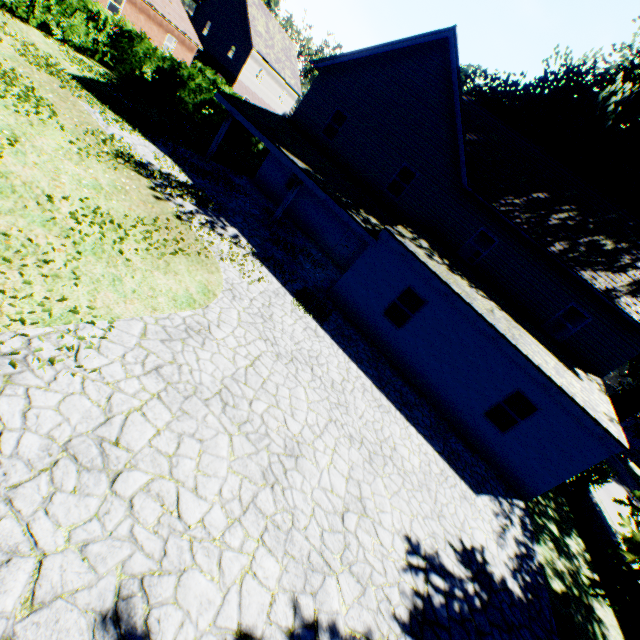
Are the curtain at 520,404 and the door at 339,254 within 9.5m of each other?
no

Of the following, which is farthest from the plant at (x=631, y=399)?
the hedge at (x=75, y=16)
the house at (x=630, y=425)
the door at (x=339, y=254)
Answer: the door at (x=339, y=254)

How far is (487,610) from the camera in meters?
6.0 m

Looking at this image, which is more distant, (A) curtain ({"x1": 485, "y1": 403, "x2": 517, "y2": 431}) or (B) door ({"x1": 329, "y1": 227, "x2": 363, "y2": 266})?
(B) door ({"x1": 329, "y1": 227, "x2": 363, "y2": 266})

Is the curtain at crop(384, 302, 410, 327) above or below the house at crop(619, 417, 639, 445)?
below

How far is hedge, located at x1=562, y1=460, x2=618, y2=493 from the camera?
13.80m

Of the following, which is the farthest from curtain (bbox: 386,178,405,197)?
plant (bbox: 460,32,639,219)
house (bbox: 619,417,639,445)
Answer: house (bbox: 619,417,639,445)

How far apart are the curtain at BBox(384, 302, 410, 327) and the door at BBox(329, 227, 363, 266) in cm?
613
